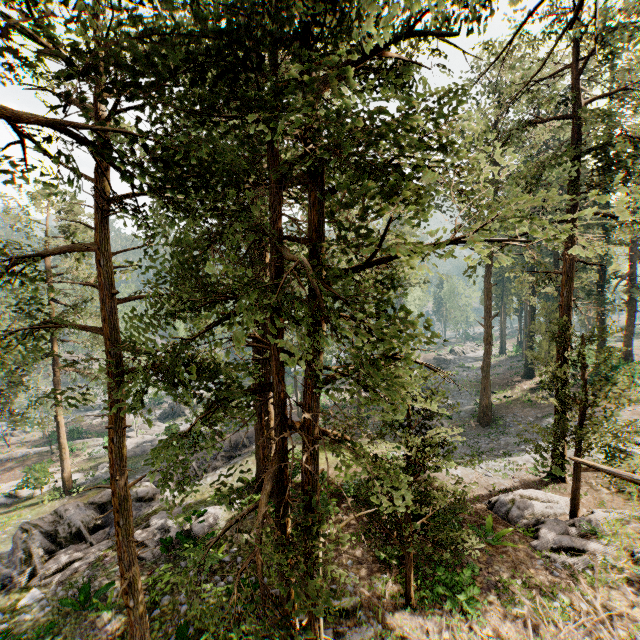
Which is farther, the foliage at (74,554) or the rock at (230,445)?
the rock at (230,445)

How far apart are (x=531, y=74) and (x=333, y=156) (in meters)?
17.65

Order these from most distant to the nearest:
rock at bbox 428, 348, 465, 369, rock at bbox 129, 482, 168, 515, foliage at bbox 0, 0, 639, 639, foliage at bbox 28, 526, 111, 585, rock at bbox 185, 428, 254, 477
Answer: rock at bbox 428, 348, 465, 369 < rock at bbox 185, 428, 254, 477 < rock at bbox 129, 482, 168, 515 < foliage at bbox 28, 526, 111, 585 < foliage at bbox 0, 0, 639, 639

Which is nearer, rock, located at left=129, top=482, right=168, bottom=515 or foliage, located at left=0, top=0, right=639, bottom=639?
foliage, located at left=0, top=0, right=639, bottom=639

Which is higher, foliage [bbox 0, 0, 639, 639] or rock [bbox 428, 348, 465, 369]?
foliage [bbox 0, 0, 639, 639]

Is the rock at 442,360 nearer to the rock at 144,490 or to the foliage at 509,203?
the foliage at 509,203

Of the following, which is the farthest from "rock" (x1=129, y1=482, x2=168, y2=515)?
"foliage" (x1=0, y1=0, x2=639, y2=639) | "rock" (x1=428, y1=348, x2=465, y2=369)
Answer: "rock" (x1=428, y1=348, x2=465, y2=369)
